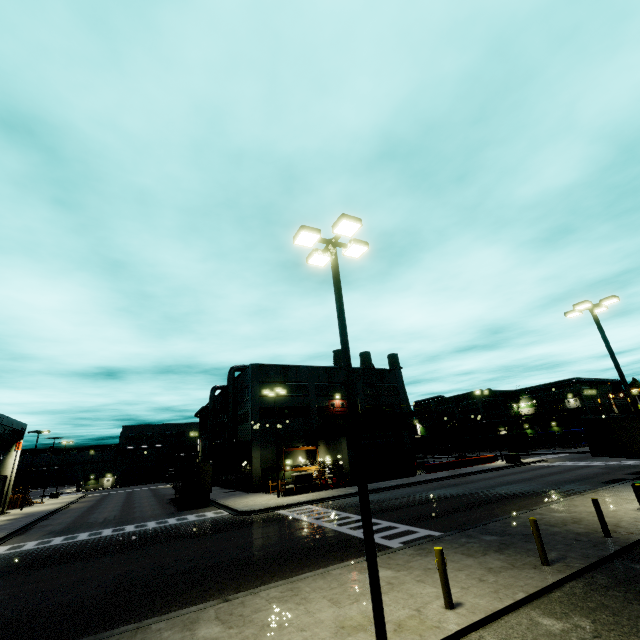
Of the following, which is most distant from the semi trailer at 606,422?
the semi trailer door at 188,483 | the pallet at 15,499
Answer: the pallet at 15,499

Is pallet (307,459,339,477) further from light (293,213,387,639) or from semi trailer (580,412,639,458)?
light (293,213,387,639)

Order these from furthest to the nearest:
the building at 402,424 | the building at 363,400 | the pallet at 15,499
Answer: the building at 363,400 < the pallet at 15,499 < the building at 402,424

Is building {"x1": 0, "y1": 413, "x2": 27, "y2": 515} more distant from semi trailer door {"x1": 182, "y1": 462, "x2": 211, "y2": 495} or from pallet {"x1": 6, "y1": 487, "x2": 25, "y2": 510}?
semi trailer door {"x1": 182, "y1": 462, "x2": 211, "y2": 495}

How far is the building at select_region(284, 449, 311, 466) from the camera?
39.12m

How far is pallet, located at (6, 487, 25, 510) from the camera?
44.5m

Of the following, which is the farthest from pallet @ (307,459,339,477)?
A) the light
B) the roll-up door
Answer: the light

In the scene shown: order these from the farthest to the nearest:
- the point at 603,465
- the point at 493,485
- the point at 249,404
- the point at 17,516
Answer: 1. the point at 249,404
2. the point at 17,516
3. the point at 603,465
4. the point at 493,485
